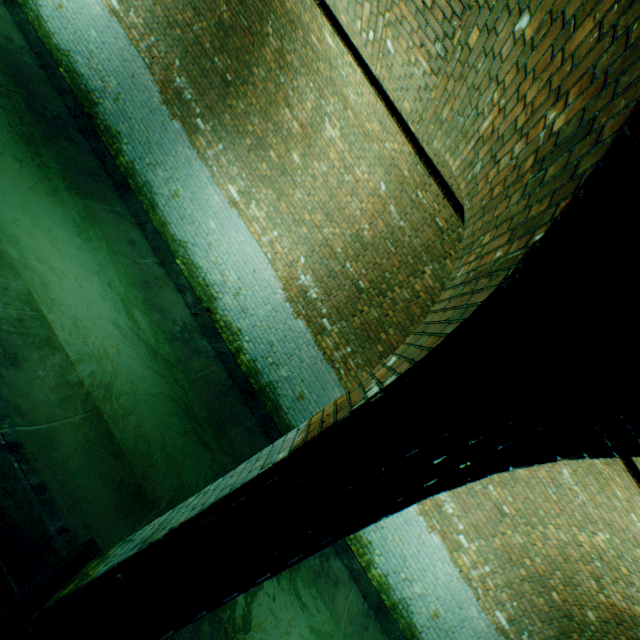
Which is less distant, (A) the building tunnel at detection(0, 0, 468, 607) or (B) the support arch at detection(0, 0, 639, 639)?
(B) the support arch at detection(0, 0, 639, 639)

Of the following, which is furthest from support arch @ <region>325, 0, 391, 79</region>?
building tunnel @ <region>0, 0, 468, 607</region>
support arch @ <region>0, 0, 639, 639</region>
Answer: support arch @ <region>0, 0, 639, 639</region>

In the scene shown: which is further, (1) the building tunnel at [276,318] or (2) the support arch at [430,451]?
(1) the building tunnel at [276,318]

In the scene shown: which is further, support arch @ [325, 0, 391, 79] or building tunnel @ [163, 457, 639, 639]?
building tunnel @ [163, 457, 639, 639]

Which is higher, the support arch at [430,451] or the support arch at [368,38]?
the support arch at [368,38]

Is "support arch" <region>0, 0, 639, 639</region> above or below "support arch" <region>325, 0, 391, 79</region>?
below

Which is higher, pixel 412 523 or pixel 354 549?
pixel 412 523
